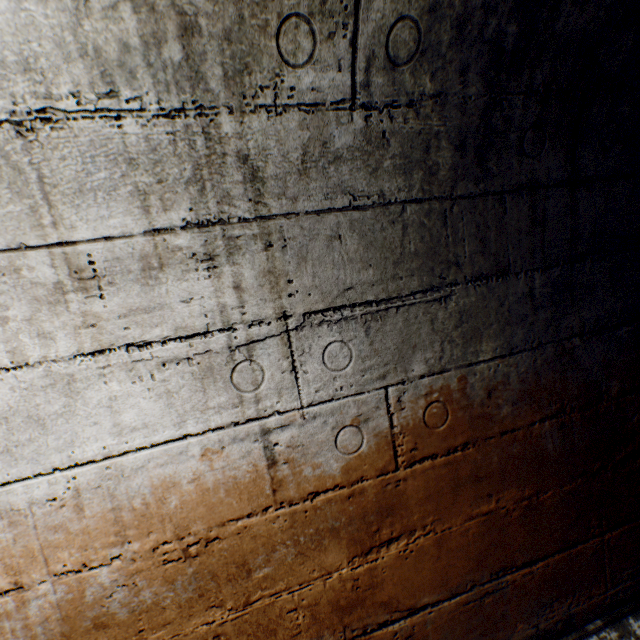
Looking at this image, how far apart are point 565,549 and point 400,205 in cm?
176
